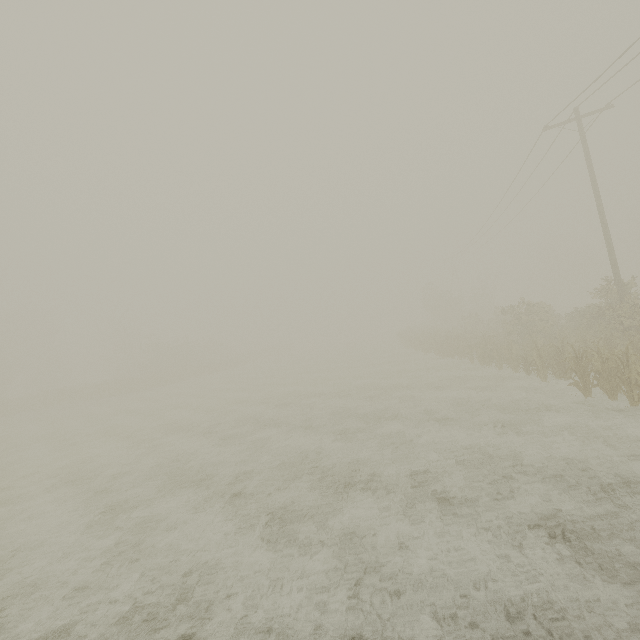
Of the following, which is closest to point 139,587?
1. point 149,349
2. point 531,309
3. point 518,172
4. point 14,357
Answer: point 531,309
